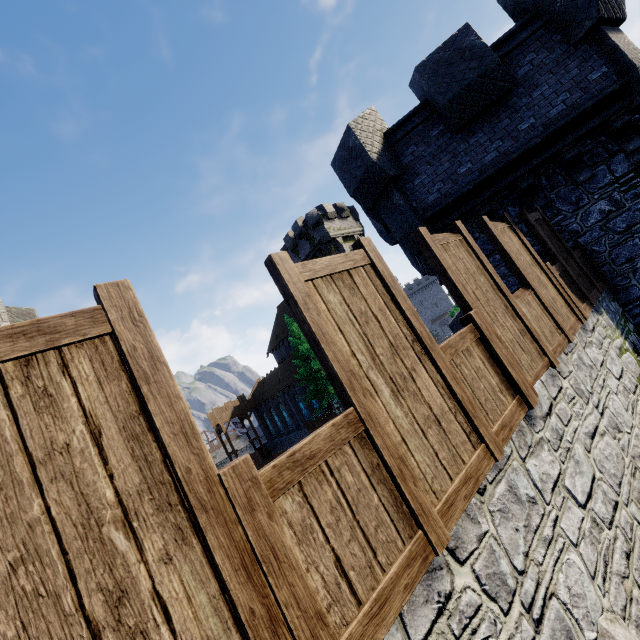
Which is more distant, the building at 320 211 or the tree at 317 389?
the building at 320 211

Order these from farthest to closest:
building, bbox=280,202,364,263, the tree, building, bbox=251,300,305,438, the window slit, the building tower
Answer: building, bbox=251,300,305,438 < building, bbox=280,202,364,263 < the tree < the building tower < the window slit

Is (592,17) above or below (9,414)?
above

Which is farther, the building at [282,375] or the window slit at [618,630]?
the building at [282,375]

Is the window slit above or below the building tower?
below

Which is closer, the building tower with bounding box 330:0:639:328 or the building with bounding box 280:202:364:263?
the building tower with bounding box 330:0:639:328

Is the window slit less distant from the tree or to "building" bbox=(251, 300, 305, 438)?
the tree

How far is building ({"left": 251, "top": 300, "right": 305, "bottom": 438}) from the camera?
41.62m
